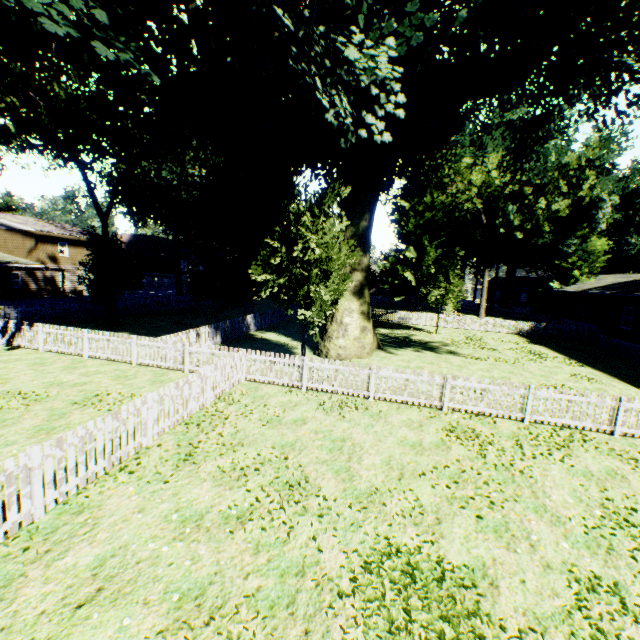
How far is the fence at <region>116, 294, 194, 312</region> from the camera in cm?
2705

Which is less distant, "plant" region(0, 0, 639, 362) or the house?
"plant" region(0, 0, 639, 362)

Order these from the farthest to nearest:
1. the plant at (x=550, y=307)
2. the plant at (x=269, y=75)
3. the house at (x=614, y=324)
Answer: the plant at (x=550, y=307) → the house at (x=614, y=324) → the plant at (x=269, y=75)

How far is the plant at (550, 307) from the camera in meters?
39.6

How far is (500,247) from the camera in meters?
44.8

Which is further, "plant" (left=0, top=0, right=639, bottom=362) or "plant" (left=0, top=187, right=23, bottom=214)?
"plant" (left=0, top=187, right=23, bottom=214)

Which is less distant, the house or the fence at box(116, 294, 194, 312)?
the house

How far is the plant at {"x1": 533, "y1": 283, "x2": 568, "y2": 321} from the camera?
39.6m
